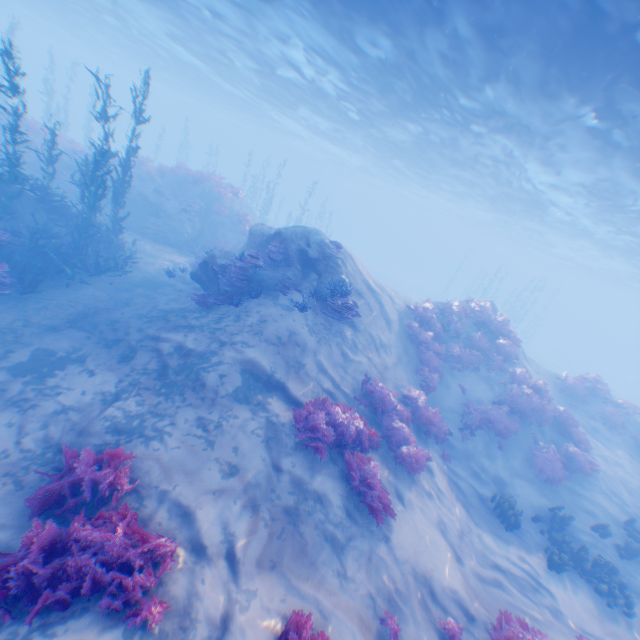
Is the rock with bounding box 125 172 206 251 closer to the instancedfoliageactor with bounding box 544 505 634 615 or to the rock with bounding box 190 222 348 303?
the rock with bounding box 190 222 348 303

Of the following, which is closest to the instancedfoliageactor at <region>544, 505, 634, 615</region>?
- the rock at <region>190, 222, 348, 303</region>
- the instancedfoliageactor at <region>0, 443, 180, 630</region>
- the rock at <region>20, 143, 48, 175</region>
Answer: the rock at <region>190, 222, 348, 303</region>

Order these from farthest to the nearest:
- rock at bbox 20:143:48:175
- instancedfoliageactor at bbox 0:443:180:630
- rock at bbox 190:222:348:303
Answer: rock at bbox 20:143:48:175, rock at bbox 190:222:348:303, instancedfoliageactor at bbox 0:443:180:630

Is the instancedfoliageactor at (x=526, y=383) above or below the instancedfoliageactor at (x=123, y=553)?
above

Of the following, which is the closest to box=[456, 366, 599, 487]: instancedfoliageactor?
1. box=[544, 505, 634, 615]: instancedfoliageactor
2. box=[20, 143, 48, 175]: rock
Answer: box=[544, 505, 634, 615]: instancedfoliageactor

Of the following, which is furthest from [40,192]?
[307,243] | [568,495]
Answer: [568,495]

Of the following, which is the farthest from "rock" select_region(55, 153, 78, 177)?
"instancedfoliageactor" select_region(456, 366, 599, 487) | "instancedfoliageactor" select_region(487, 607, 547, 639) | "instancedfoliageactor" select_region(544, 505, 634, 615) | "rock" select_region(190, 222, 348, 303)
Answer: "instancedfoliageactor" select_region(544, 505, 634, 615)

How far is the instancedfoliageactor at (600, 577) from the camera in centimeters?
910cm
